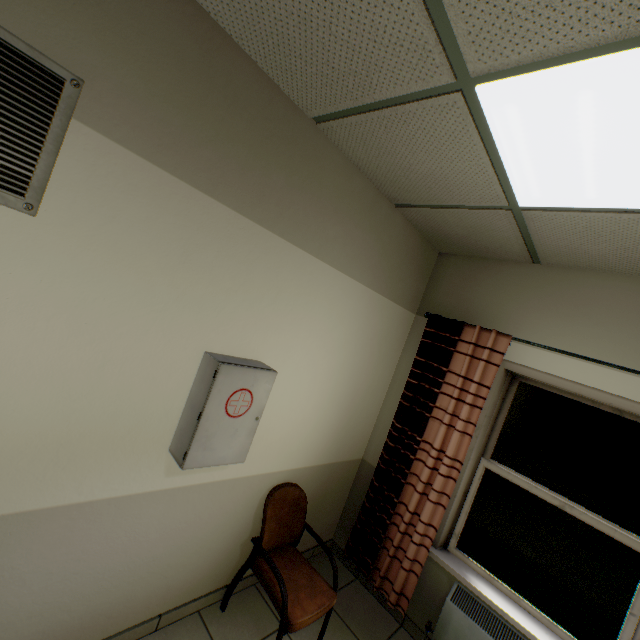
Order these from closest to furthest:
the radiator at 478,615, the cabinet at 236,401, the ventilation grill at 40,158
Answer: the ventilation grill at 40,158, the cabinet at 236,401, the radiator at 478,615

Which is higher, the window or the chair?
the window

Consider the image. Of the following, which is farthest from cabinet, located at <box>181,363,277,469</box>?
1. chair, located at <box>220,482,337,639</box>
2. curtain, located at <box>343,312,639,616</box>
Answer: curtain, located at <box>343,312,639,616</box>

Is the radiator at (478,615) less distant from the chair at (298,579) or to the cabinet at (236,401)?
the chair at (298,579)

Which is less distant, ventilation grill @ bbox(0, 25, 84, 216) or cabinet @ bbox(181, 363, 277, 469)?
ventilation grill @ bbox(0, 25, 84, 216)

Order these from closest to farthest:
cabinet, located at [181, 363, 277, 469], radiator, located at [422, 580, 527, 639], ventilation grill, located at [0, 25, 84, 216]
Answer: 1. ventilation grill, located at [0, 25, 84, 216]
2. cabinet, located at [181, 363, 277, 469]
3. radiator, located at [422, 580, 527, 639]

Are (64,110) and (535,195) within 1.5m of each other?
no

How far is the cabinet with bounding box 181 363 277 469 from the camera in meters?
1.7
